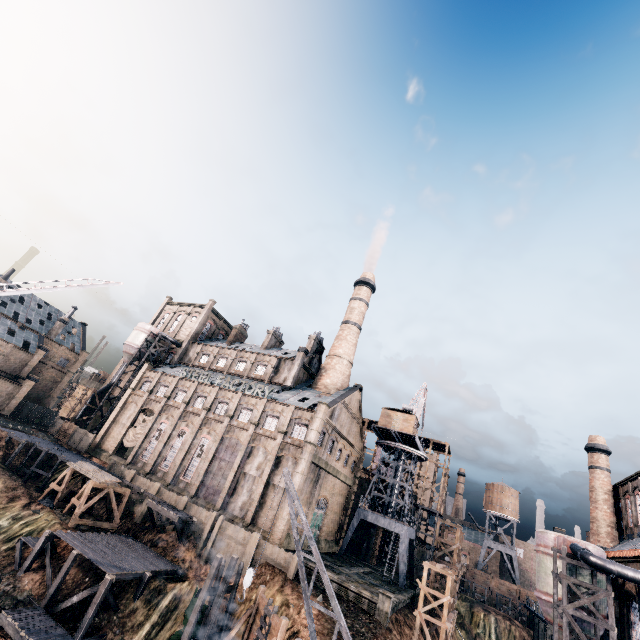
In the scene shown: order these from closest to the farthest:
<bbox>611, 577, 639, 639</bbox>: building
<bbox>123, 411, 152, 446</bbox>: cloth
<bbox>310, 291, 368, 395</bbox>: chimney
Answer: <bbox>611, 577, 639, 639</bbox>: building → <bbox>123, 411, 152, 446</bbox>: cloth → <bbox>310, 291, 368, 395</bbox>: chimney

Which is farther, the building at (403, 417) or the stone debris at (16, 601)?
the building at (403, 417)

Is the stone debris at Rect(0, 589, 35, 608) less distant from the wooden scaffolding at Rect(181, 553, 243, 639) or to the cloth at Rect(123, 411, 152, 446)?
the wooden scaffolding at Rect(181, 553, 243, 639)

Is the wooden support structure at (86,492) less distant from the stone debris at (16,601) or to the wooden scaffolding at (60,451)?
the wooden scaffolding at (60,451)

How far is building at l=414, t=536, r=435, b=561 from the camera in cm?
5275

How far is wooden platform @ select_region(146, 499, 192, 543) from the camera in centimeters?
3278cm

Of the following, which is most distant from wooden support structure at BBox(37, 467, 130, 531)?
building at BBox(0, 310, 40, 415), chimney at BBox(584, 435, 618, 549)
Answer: chimney at BBox(584, 435, 618, 549)

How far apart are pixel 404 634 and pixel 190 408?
37.1m
